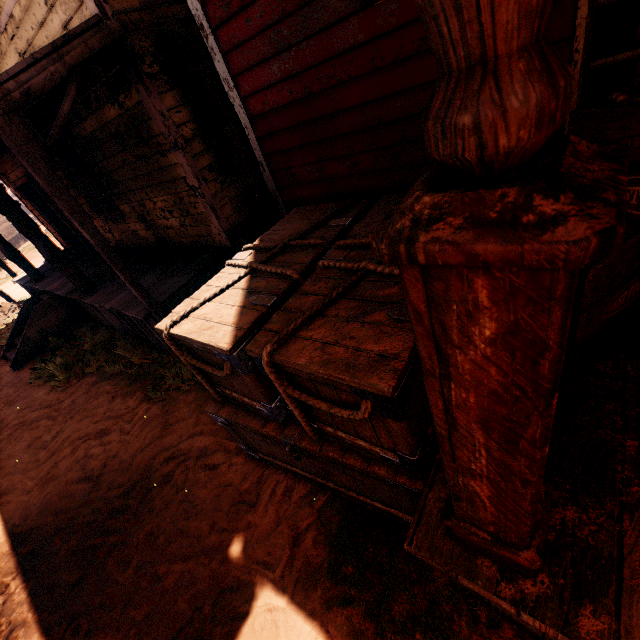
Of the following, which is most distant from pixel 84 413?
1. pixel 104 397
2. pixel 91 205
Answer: pixel 91 205

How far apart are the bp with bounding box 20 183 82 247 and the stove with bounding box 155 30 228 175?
8.70m

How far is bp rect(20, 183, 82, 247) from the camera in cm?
1000

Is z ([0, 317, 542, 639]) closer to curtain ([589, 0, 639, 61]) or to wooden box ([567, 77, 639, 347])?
wooden box ([567, 77, 639, 347])

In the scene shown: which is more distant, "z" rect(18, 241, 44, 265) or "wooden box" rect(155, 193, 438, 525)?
"z" rect(18, 241, 44, 265)

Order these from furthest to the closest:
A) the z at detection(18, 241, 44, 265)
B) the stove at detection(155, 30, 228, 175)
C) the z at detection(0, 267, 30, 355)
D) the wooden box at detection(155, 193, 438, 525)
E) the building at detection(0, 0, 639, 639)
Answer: the z at detection(18, 241, 44, 265) → the z at detection(0, 267, 30, 355) → the stove at detection(155, 30, 228, 175) → the wooden box at detection(155, 193, 438, 525) → the building at detection(0, 0, 639, 639)

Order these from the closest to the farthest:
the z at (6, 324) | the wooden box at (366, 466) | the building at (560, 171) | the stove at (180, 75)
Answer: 1. the building at (560, 171)
2. the wooden box at (366, 466)
3. the stove at (180, 75)
4. the z at (6, 324)

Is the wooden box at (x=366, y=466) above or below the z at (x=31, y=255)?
above
